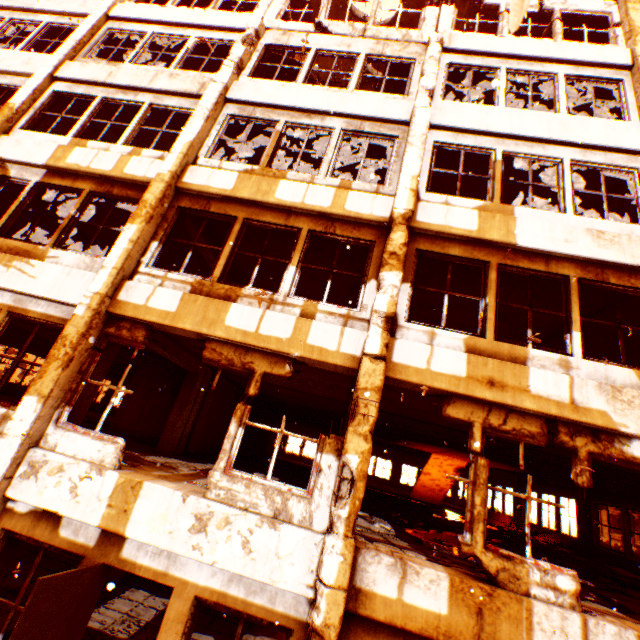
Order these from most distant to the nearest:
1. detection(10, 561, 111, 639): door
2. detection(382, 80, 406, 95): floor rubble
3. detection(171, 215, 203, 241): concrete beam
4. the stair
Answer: the stair < detection(382, 80, 406, 95): floor rubble < detection(171, 215, 203, 241): concrete beam < detection(10, 561, 111, 639): door

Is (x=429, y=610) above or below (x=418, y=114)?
below

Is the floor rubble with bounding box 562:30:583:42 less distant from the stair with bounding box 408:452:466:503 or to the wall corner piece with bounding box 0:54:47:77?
the wall corner piece with bounding box 0:54:47:77

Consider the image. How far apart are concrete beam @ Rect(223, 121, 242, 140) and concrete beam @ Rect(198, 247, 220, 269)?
2.7 meters

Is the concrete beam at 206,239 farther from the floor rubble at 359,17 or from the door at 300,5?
the door at 300,5

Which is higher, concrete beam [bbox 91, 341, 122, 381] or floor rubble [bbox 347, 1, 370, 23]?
floor rubble [bbox 347, 1, 370, 23]

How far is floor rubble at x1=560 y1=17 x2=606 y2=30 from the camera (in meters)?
9.64

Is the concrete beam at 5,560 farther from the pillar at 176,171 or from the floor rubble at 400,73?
the floor rubble at 400,73
